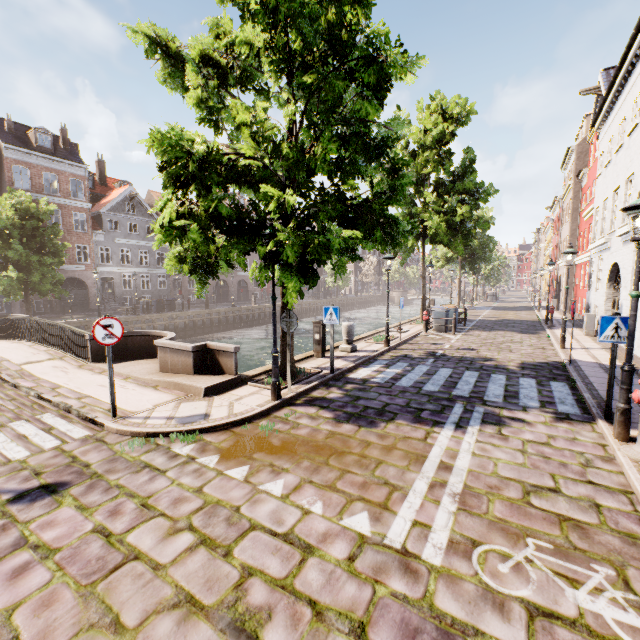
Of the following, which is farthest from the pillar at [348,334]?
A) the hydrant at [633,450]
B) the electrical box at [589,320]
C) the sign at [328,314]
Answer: the electrical box at [589,320]

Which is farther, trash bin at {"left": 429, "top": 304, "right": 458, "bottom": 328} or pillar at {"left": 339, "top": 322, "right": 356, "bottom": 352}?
trash bin at {"left": 429, "top": 304, "right": 458, "bottom": 328}

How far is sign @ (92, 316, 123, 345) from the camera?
5.8 meters

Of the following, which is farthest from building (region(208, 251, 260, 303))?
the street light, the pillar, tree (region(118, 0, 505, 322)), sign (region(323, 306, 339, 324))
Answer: the street light

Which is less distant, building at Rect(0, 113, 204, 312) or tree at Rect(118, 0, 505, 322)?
tree at Rect(118, 0, 505, 322)

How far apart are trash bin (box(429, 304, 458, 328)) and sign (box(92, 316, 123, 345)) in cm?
1501

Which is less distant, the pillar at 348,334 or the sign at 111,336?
the sign at 111,336

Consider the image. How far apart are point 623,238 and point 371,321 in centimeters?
3102cm
